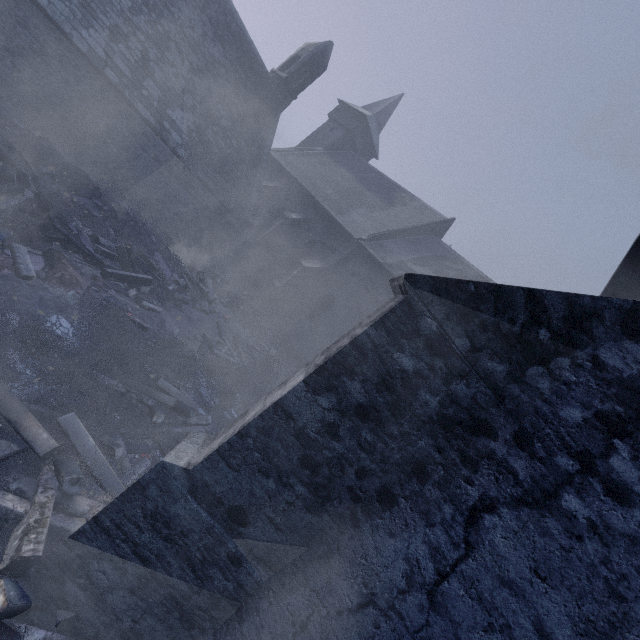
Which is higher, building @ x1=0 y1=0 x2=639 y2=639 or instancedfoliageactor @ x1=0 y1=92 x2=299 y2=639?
building @ x1=0 y1=0 x2=639 y2=639

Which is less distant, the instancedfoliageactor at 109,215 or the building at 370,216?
the building at 370,216

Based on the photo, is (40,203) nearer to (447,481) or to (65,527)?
(65,527)

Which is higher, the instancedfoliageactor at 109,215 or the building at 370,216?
the building at 370,216

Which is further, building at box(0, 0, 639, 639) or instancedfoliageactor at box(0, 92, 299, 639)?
instancedfoliageactor at box(0, 92, 299, 639)
